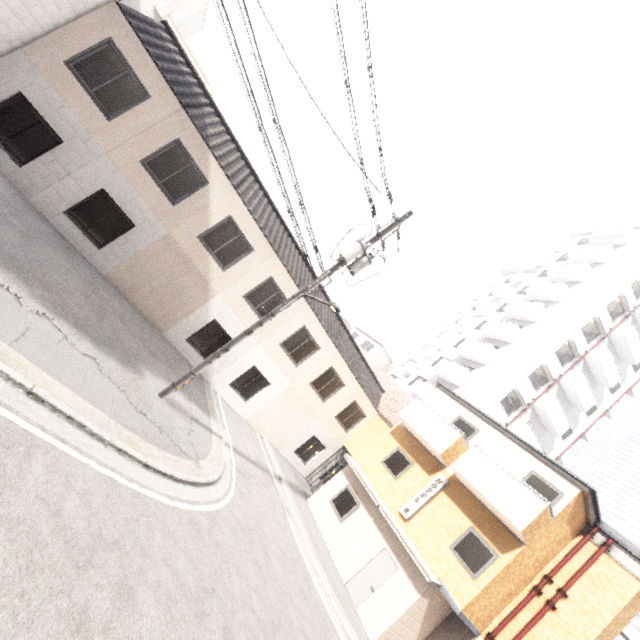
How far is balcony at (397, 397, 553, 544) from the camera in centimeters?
1059cm

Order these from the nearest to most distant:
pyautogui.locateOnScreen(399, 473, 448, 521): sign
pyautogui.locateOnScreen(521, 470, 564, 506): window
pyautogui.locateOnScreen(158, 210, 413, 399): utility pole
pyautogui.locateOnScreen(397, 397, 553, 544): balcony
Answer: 1. pyautogui.locateOnScreen(158, 210, 413, 399): utility pole
2. pyautogui.locateOnScreen(397, 397, 553, 544): balcony
3. pyautogui.locateOnScreen(521, 470, 564, 506): window
4. pyautogui.locateOnScreen(399, 473, 448, 521): sign

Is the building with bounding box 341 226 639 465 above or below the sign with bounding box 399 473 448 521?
above

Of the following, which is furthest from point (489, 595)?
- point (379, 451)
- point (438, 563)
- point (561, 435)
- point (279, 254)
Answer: point (561, 435)

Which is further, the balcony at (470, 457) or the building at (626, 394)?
the building at (626, 394)

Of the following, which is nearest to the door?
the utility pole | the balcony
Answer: the balcony

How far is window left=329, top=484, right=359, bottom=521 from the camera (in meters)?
14.39

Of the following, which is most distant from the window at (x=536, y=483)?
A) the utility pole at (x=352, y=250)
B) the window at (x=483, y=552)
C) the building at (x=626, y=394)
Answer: the building at (x=626, y=394)
